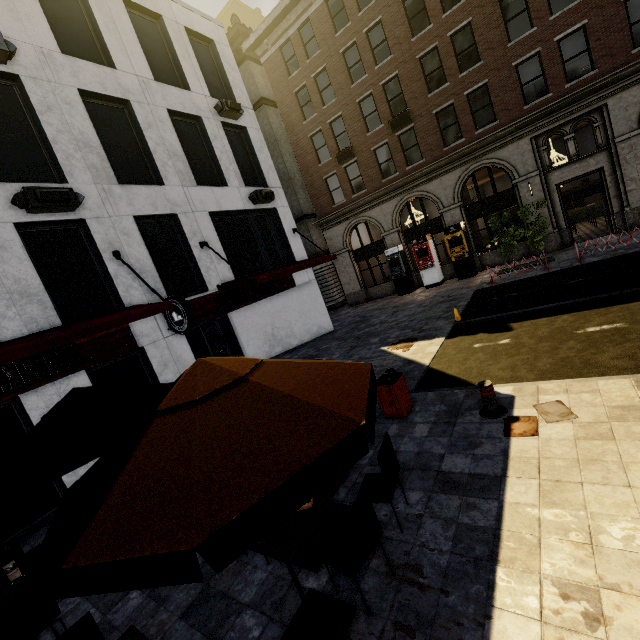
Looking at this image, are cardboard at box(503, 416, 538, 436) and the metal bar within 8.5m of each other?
yes

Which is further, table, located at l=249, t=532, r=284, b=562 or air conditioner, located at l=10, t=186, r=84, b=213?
air conditioner, located at l=10, t=186, r=84, b=213

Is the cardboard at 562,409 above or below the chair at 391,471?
below

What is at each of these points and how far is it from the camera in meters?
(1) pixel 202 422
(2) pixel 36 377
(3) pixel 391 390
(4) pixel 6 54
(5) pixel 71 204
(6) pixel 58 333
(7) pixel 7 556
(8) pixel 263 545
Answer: (1) umbrella, 2.2 m
(2) sign, 7.6 m
(3) trash bin, 6.4 m
(4) air conditioner, 8.2 m
(5) air conditioner, 8.6 m
(6) awning, 6.6 m
(7) chair, 5.1 m
(8) table, 3.4 m

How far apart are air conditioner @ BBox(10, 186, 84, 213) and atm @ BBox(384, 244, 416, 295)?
16.26m

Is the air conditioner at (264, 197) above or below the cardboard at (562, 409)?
above

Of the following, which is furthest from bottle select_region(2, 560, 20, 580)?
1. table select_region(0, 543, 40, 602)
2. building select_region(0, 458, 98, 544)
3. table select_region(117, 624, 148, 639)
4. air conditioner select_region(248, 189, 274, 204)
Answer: air conditioner select_region(248, 189, 274, 204)

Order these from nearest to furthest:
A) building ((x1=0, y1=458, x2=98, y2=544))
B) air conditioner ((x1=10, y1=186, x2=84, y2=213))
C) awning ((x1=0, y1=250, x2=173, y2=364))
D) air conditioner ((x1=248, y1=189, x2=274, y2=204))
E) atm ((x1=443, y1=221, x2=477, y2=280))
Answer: awning ((x1=0, y1=250, x2=173, y2=364)) < building ((x1=0, y1=458, x2=98, y2=544)) < air conditioner ((x1=10, y1=186, x2=84, y2=213)) < air conditioner ((x1=248, y1=189, x2=274, y2=204)) < atm ((x1=443, y1=221, x2=477, y2=280))
